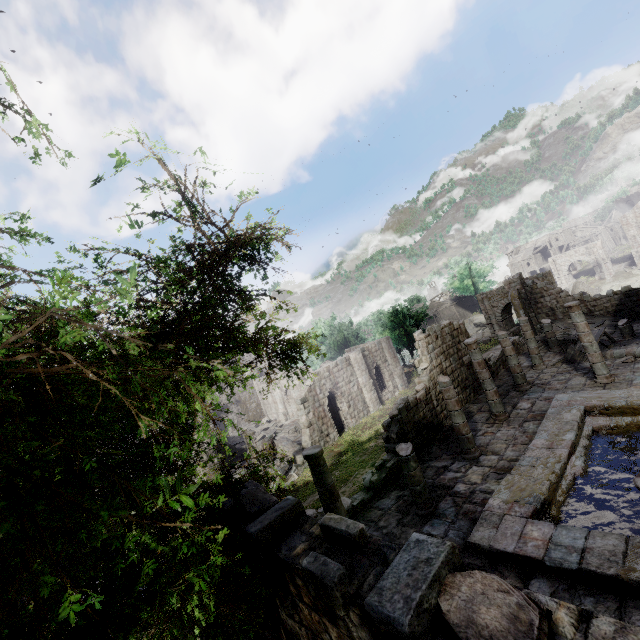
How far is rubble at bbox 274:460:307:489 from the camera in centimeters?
2202cm

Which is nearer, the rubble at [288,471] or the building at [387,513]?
the building at [387,513]

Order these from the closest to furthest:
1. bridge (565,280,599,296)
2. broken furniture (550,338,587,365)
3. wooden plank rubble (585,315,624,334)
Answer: broken furniture (550,338,587,365) < wooden plank rubble (585,315,624,334) < bridge (565,280,599,296)

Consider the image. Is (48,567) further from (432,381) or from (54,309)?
(432,381)

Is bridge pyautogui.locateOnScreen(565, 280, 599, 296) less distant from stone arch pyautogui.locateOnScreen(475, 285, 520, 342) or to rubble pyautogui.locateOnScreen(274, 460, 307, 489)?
stone arch pyautogui.locateOnScreen(475, 285, 520, 342)

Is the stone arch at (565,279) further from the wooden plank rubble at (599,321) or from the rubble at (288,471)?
the rubble at (288,471)

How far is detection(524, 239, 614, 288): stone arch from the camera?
34.8m

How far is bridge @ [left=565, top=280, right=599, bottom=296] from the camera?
43.8m
